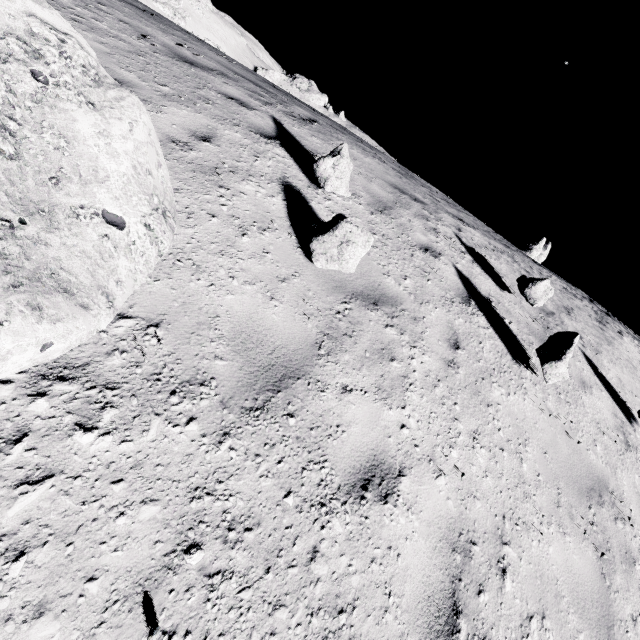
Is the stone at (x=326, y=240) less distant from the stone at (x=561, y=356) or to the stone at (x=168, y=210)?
the stone at (x=168, y=210)

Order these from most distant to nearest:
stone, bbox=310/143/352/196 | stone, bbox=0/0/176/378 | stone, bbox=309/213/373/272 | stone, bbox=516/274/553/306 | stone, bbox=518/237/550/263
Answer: stone, bbox=518/237/550/263 → stone, bbox=516/274/553/306 → stone, bbox=310/143/352/196 → stone, bbox=309/213/373/272 → stone, bbox=0/0/176/378

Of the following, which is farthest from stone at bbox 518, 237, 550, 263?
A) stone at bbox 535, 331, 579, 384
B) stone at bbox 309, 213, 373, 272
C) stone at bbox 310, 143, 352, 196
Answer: stone at bbox 309, 213, 373, 272

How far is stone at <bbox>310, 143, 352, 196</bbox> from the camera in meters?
4.4 m

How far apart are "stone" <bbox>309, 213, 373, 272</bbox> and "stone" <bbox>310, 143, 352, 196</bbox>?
0.89m

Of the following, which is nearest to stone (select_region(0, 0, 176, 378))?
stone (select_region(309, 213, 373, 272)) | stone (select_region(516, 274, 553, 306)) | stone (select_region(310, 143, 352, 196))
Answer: stone (select_region(309, 213, 373, 272))

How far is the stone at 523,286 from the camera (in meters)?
5.97

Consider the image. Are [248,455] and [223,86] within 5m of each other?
no
